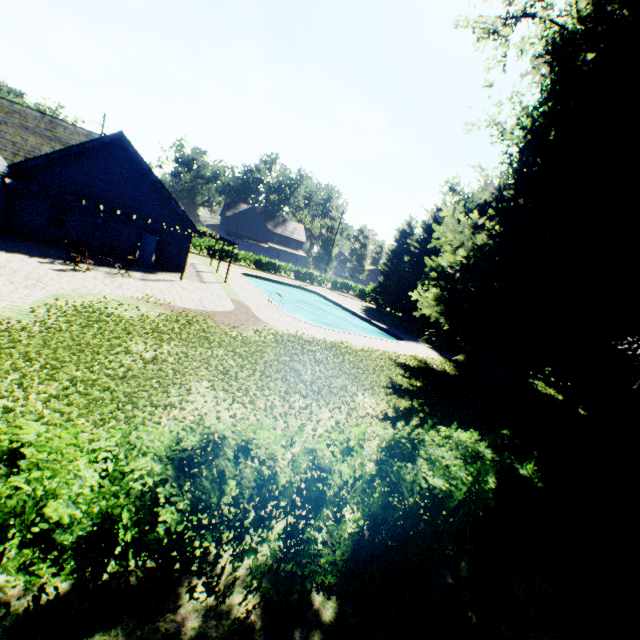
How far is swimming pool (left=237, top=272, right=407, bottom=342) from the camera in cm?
2492

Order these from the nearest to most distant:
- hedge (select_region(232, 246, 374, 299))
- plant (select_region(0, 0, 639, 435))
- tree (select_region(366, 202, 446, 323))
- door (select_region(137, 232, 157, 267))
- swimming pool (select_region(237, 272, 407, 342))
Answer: plant (select_region(0, 0, 639, 435))
door (select_region(137, 232, 157, 267))
swimming pool (select_region(237, 272, 407, 342))
tree (select_region(366, 202, 446, 323))
hedge (select_region(232, 246, 374, 299))

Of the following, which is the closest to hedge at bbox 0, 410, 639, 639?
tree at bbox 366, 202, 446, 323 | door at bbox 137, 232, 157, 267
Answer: tree at bbox 366, 202, 446, 323

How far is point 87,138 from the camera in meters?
22.6 m

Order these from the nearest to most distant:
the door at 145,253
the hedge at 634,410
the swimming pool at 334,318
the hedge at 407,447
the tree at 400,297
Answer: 1. the hedge at 407,447
2. the hedge at 634,410
3. the door at 145,253
4. the swimming pool at 334,318
5. the tree at 400,297

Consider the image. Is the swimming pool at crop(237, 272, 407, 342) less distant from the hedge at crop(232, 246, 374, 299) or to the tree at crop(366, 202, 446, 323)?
the tree at crop(366, 202, 446, 323)

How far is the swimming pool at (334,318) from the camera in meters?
24.9

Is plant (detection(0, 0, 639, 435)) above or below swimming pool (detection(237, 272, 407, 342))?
above
